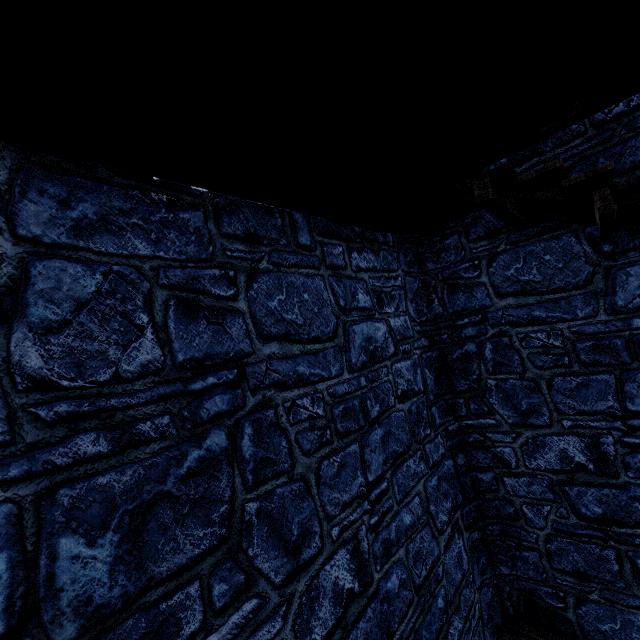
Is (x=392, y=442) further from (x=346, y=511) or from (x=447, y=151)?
(x=447, y=151)
